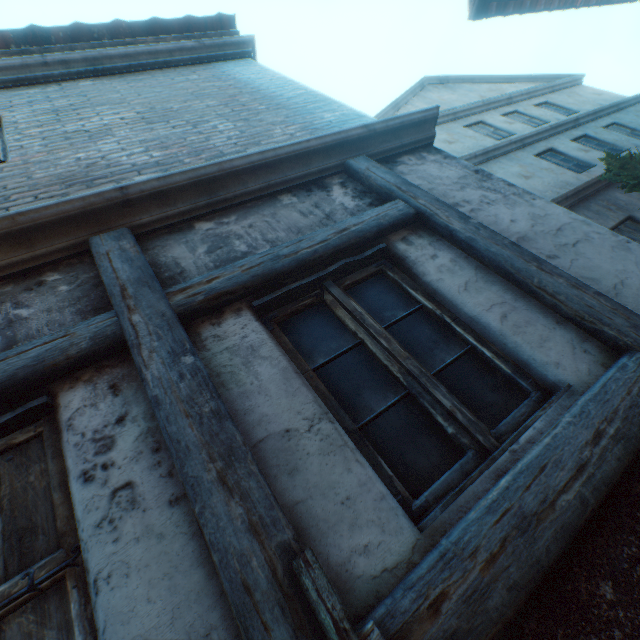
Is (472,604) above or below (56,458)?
below

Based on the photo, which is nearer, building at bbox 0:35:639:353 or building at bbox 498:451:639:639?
building at bbox 498:451:639:639

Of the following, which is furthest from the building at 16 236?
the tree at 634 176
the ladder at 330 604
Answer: the tree at 634 176

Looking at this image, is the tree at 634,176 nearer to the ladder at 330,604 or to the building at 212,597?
the building at 212,597

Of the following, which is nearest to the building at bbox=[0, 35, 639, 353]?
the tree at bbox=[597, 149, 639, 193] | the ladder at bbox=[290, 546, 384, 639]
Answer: the ladder at bbox=[290, 546, 384, 639]

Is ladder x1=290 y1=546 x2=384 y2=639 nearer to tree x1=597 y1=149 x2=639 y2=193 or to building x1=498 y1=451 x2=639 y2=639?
building x1=498 y1=451 x2=639 y2=639
